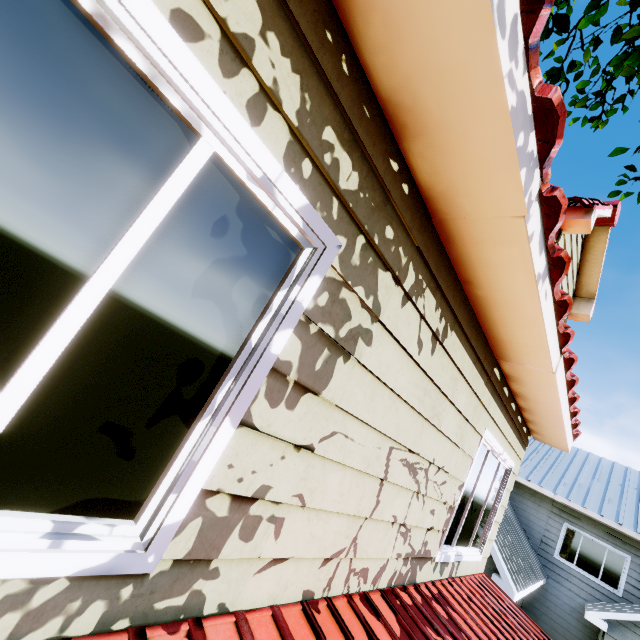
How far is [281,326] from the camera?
1.3 meters
